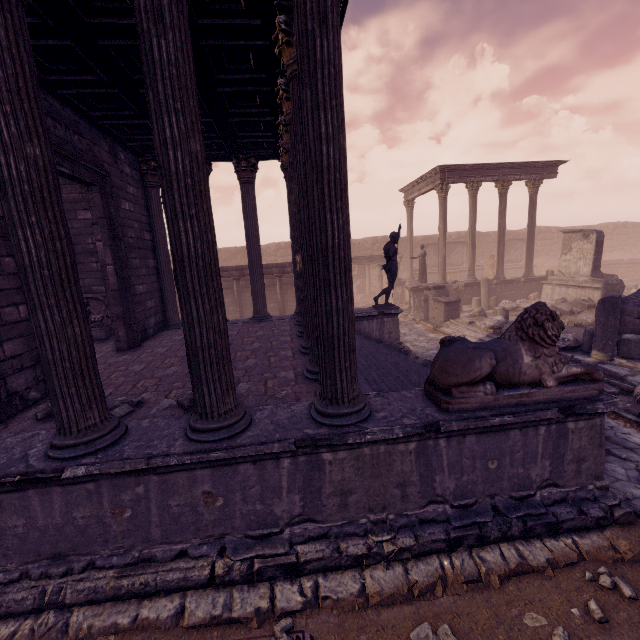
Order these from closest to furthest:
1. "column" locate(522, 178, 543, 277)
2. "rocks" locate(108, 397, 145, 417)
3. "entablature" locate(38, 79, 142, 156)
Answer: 1. "rocks" locate(108, 397, 145, 417)
2. "entablature" locate(38, 79, 142, 156)
3. "column" locate(522, 178, 543, 277)

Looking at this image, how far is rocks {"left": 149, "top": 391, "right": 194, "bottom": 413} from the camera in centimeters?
423cm

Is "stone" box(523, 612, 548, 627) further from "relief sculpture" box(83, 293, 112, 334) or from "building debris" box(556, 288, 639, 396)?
"relief sculpture" box(83, 293, 112, 334)

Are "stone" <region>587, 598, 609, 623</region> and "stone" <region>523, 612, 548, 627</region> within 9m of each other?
yes

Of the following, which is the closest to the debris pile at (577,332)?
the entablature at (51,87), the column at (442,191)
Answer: the column at (442,191)

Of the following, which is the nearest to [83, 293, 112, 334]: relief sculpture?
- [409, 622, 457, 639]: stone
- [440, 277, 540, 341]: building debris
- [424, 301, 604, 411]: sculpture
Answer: [424, 301, 604, 411]: sculpture

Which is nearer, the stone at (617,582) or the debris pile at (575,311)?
the stone at (617,582)

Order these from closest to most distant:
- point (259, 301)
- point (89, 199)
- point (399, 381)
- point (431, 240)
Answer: point (399, 381) → point (89, 199) → point (259, 301) → point (431, 240)
